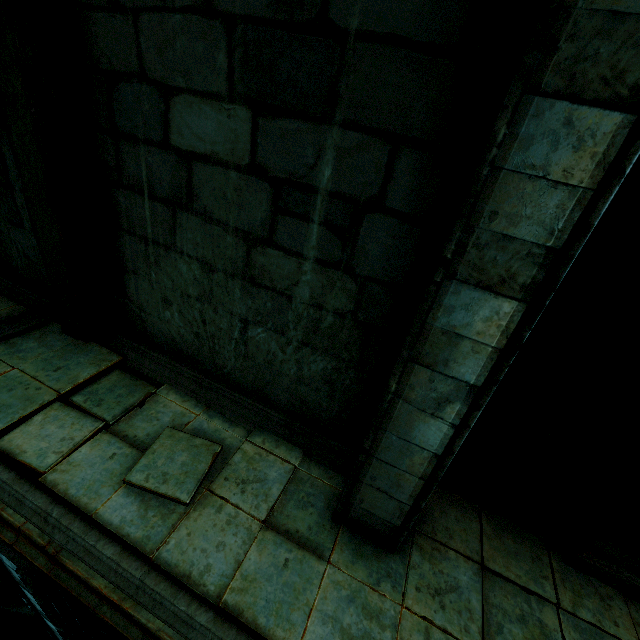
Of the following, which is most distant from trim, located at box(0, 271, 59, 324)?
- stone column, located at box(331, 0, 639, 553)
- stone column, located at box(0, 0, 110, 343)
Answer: stone column, located at box(331, 0, 639, 553)

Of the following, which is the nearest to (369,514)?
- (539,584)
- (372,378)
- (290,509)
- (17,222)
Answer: (290,509)

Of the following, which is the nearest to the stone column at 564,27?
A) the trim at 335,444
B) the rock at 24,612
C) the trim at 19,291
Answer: the trim at 335,444

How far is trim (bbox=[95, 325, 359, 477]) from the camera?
4.4m

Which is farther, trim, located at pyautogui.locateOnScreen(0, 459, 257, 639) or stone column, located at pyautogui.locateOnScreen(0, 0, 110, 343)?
stone column, located at pyautogui.locateOnScreen(0, 0, 110, 343)

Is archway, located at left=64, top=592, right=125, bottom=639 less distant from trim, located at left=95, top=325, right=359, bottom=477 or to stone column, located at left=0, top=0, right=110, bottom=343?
trim, located at left=95, top=325, right=359, bottom=477

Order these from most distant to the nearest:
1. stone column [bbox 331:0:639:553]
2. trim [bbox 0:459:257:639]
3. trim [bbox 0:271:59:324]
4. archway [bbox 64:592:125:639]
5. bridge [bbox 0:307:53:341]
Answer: trim [bbox 0:271:59:324]
bridge [bbox 0:307:53:341]
archway [bbox 64:592:125:639]
trim [bbox 0:459:257:639]
stone column [bbox 331:0:639:553]

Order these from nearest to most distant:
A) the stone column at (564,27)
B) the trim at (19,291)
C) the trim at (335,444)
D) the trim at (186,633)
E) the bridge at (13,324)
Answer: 1. the stone column at (564,27)
2. the trim at (186,633)
3. the trim at (335,444)
4. the bridge at (13,324)
5. the trim at (19,291)
